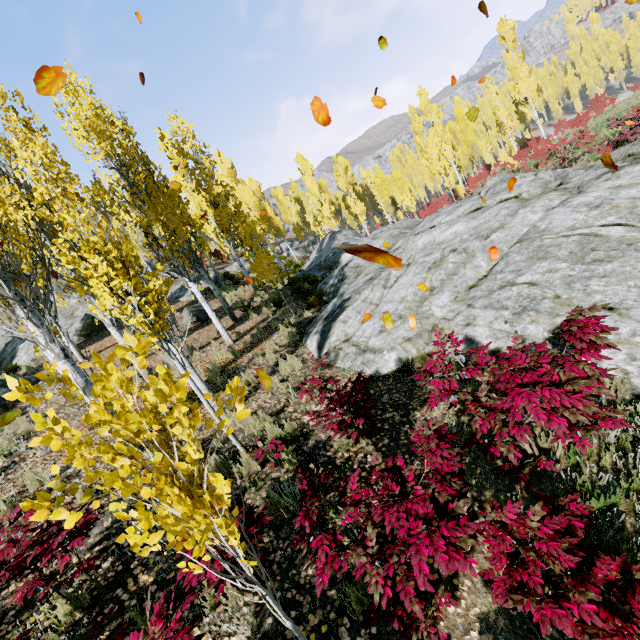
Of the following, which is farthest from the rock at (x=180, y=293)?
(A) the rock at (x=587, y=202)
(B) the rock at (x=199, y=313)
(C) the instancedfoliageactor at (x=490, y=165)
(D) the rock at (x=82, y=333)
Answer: (A) the rock at (x=587, y=202)

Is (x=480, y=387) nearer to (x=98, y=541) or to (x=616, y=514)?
(x=616, y=514)

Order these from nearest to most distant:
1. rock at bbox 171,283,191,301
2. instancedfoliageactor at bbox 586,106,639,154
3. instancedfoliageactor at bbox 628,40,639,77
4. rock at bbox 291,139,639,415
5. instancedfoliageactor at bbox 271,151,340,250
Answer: rock at bbox 291,139,639,415 → instancedfoliageactor at bbox 586,106,639,154 → rock at bbox 171,283,191,301 → instancedfoliageactor at bbox 271,151,340,250 → instancedfoliageactor at bbox 628,40,639,77

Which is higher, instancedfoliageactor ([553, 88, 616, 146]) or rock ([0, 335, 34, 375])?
rock ([0, 335, 34, 375])

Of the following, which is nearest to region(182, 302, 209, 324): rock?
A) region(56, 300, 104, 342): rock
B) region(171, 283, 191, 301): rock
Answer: region(171, 283, 191, 301): rock

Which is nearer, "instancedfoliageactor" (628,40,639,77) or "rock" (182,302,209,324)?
"rock" (182,302,209,324)

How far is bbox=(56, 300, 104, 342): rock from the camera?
16.0 meters

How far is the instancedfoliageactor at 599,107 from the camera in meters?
19.1 m
